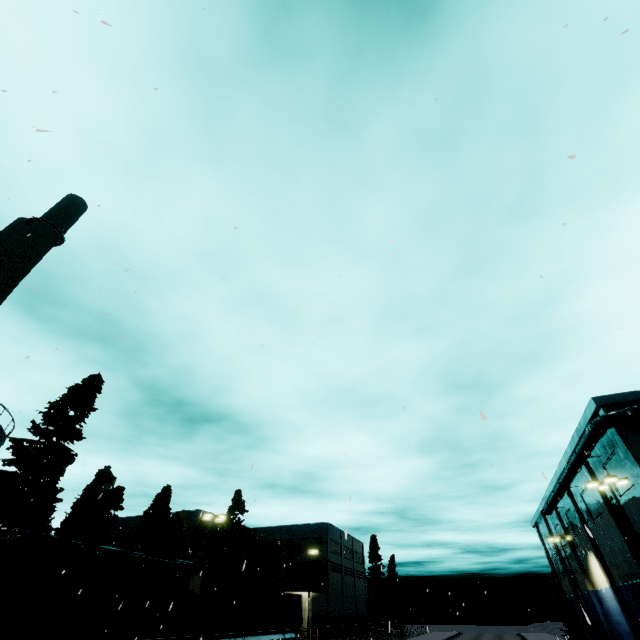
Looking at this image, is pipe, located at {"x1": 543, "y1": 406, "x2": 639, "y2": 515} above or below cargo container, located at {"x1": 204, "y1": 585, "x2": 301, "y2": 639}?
above

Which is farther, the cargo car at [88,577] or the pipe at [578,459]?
the pipe at [578,459]

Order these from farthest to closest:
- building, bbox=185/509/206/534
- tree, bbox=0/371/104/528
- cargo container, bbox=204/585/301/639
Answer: building, bbox=185/509/206/534 → tree, bbox=0/371/104/528 → cargo container, bbox=204/585/301/639

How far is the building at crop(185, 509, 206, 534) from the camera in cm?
5002

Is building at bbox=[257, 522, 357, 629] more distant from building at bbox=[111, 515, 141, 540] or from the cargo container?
the cargo container

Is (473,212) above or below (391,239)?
above

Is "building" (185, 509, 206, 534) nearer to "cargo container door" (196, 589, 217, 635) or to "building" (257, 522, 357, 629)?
"cargo container door" (196, 589, 217, 635)

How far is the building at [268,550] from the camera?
48.2m
